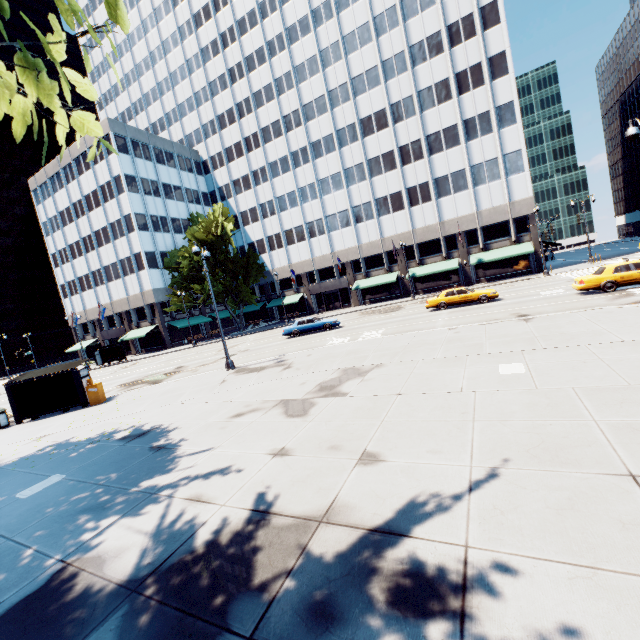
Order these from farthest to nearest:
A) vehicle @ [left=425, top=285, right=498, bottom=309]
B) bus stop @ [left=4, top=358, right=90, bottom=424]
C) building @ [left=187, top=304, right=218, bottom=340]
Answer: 1. building @ [left=187, top=304, right=218, bottom=340]
2. vehicle @ [left=425, top=285, right=498, bottom=309]
3. bus stop @ [left=4, top=358, right=90, bottom=424]

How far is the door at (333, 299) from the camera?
51.5 meters

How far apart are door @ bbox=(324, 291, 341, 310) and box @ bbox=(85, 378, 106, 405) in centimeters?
3732cm

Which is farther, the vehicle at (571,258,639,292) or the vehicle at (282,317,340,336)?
Answer: the vehicle at (282,317,340,336)

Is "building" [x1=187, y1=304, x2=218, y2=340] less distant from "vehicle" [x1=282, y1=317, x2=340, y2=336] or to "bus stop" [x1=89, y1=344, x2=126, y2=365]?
"bus stop" [x1=89, y1=344, x2=126, y2=365]

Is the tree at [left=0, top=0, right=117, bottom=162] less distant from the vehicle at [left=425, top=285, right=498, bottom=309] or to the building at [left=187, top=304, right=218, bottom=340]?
the building at [left=187, top=304, right=218, bottom=340]

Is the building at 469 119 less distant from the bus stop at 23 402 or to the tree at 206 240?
the tree at 206 240

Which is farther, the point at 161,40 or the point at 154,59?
the point at 154,59
